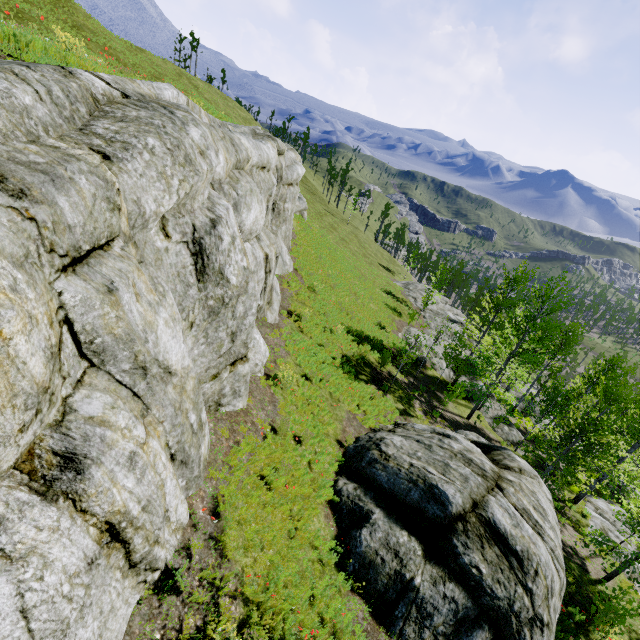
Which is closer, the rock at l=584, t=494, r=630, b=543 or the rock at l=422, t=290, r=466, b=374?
the rock at l=584, t=494, r=630, b=543

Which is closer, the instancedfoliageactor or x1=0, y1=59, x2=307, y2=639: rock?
x1=0, y1=59, x2=307, y2=639: rock

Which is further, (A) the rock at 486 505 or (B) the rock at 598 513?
(B) the rock at 598 513

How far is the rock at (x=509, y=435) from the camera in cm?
2341

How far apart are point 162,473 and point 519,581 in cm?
881

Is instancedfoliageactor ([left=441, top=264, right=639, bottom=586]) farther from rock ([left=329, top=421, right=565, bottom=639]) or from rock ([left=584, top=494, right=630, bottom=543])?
rock ([left=329, top=421, right=565, bottom=639])

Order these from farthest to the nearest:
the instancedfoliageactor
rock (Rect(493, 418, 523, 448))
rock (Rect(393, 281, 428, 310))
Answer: rock (Rect(393, 281, 428, 310))
rock (Rect(493, 418, 523, 448))
the instancedfoliageactor

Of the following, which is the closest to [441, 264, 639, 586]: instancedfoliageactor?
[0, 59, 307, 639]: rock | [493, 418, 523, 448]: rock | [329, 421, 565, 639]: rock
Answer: [0, 59, 307, 639]: rock
